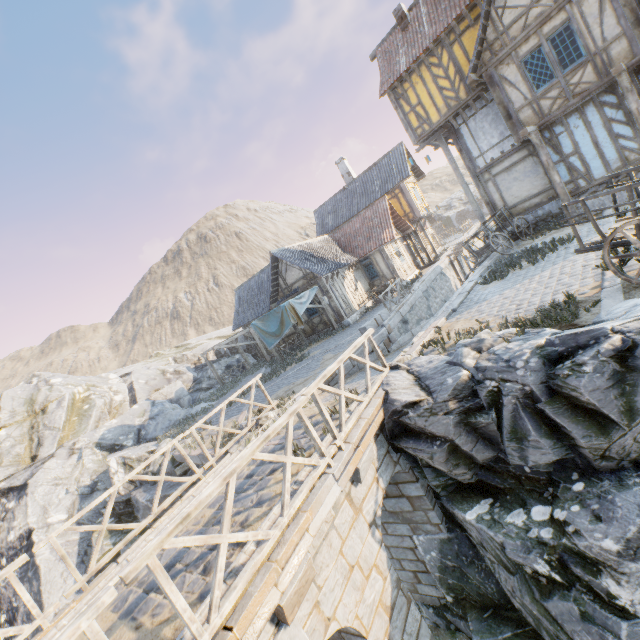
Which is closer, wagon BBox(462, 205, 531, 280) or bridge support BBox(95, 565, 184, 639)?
bridge support BBox(95, 565, 184, 639)

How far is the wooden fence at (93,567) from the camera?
5.55m

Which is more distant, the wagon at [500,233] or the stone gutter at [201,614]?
the wagon at [500,233]

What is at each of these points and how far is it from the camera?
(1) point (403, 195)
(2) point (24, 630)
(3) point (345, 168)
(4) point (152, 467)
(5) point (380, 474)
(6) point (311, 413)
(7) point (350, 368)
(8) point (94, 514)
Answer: (1) building, 25.6m
(2) wooden fence, 4.9m
(3) chimney, 29.3m
(4) rock, 13.3m
(5) bridge support, 6.2m
(6) bridge support, 8.1m
(7) stone blocks, 11.7m
(8) rock, 15.1m

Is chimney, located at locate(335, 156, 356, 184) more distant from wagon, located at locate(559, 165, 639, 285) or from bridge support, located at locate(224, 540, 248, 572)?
bridge support, located at locate(224, 540, 248, 572)

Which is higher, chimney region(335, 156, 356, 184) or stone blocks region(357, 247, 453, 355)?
chimney region(335, 156, 356, 184)

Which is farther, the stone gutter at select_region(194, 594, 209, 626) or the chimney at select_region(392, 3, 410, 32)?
the chimney at select_region(392, 3, 410, 32)

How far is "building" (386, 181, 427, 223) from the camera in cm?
2548
